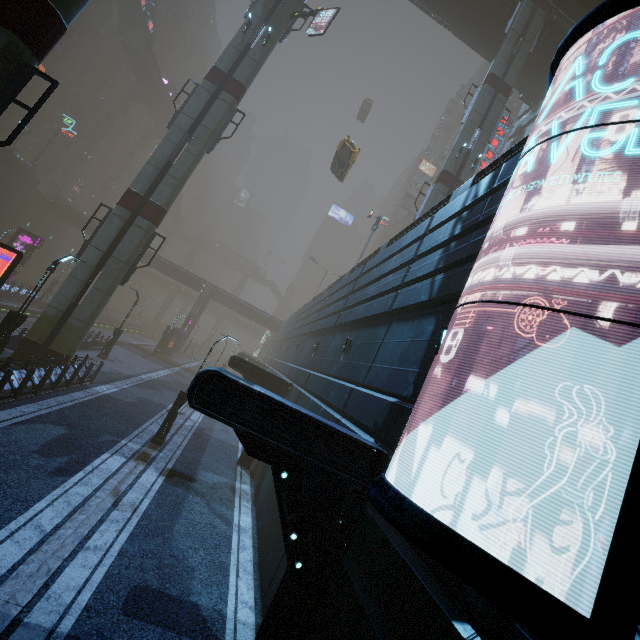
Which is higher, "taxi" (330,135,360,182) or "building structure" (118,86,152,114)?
"building structure" (118,86,152,114)

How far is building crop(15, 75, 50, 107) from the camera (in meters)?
46.84

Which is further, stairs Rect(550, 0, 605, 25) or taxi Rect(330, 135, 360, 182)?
stairs Rect(550, 0, 605, 25)

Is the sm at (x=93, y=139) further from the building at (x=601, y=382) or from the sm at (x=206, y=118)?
the sm at (x=206, y=118)

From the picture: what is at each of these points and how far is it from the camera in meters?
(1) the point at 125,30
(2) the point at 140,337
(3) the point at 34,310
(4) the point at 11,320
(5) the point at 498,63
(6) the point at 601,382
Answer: (1) stairs, 47.6
(2) train rail, 57.0
(3) train rail, 31.0
(4) street light, 13.2
(5) sm, 23.6
(6) building, 3.3

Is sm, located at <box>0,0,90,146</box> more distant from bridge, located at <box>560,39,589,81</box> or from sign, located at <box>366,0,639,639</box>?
sign, located at <box>366,0,639,639</box>

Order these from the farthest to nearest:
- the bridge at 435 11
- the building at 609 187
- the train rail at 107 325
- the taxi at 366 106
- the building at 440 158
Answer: the building at 440 158 → the taxi at 366 106 → the train rail at 107 325 → the bridge at 435 11 → the building at 609 187

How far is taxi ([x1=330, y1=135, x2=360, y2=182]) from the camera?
24.3 meters
